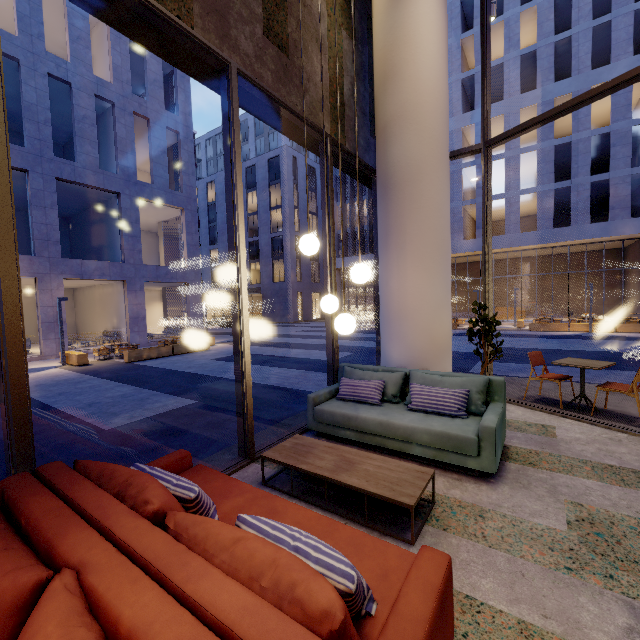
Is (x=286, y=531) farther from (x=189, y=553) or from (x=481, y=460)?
(x=481, y=460)

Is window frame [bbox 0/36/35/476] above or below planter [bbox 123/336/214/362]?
above

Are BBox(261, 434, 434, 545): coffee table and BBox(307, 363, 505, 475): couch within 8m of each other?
yes

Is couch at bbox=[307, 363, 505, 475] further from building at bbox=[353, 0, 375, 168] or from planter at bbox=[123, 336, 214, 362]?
planter at bbox=[123, 336, 214, 362]

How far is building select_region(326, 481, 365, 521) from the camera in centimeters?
284cm

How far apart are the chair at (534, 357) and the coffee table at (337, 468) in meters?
3.8

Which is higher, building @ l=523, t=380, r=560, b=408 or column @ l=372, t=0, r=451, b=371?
column @ l=372, t=0, r=451, b=371

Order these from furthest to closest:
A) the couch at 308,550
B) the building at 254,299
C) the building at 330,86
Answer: the building at 254,299 < the building at 330,86 < the couch at 308,550
